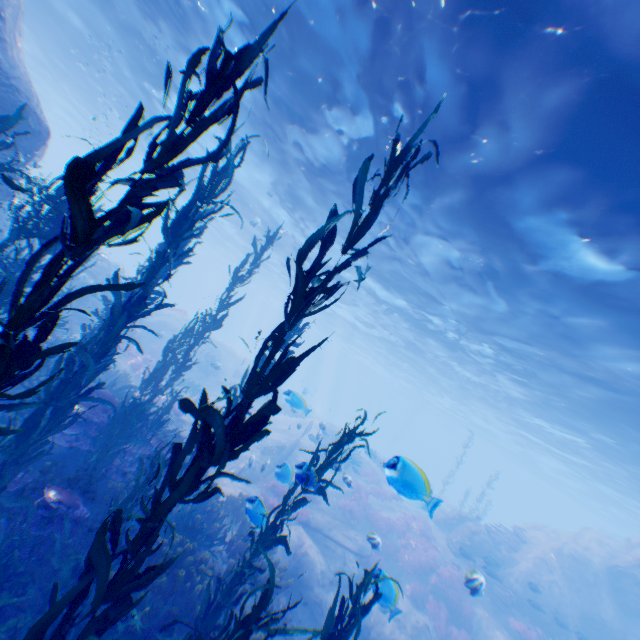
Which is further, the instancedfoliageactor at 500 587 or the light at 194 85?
the instancedfoliageactor at 500 587

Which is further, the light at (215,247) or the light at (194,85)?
the light at (194,85)

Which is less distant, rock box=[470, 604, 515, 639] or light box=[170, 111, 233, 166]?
rock box=[470, 604, 515, 639]

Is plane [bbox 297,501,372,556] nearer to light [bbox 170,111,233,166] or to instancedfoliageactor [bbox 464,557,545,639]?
instancedfoliageactor [bbox 464,557,545,639]

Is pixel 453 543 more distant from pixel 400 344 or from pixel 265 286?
pixel 265 286

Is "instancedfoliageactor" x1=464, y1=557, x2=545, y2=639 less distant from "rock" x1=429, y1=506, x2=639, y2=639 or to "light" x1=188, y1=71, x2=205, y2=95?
"rock" x1=429, y1=506, x2=639, y2=639

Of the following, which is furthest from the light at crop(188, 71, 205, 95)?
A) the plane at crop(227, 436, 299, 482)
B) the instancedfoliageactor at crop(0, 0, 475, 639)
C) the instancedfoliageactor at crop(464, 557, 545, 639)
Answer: the instancedfoliageactor at crop(464, 557, 545, 639)

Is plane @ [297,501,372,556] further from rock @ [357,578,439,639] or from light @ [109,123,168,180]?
light @ [109,123,168,180]
